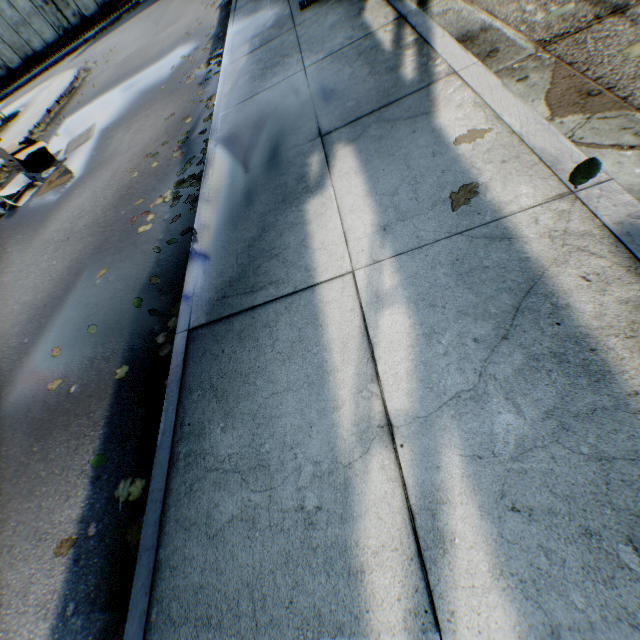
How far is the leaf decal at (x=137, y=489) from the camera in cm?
210

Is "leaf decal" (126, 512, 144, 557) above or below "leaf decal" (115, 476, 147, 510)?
below

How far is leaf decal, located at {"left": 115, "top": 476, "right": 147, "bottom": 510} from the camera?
2.10m

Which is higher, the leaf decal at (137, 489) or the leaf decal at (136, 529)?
the leaf decal at (137, 489)

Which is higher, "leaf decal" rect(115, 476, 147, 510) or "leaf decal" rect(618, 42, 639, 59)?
"leaf decal" rect(618, 42, 639, 59)

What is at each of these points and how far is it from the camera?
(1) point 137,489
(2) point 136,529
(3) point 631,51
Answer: (1) leaf decal, 2.13m
(2) leaf decal, 1.98m
(3) leaf decal, 2.22m
